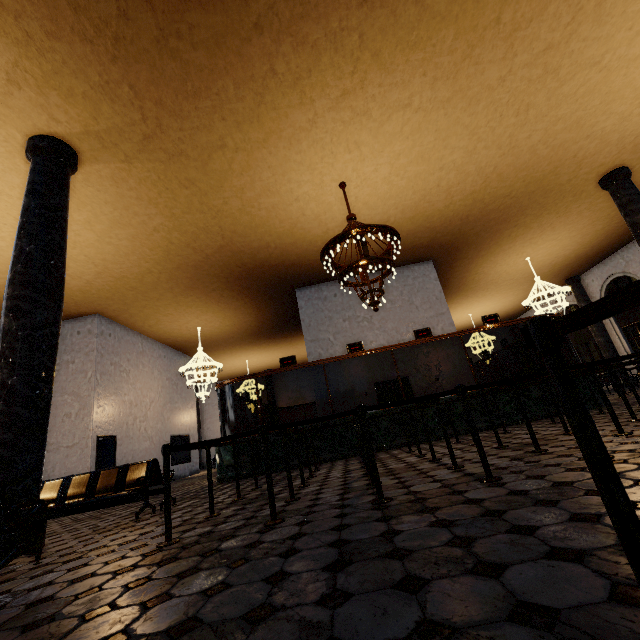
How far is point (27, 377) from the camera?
4.5m
